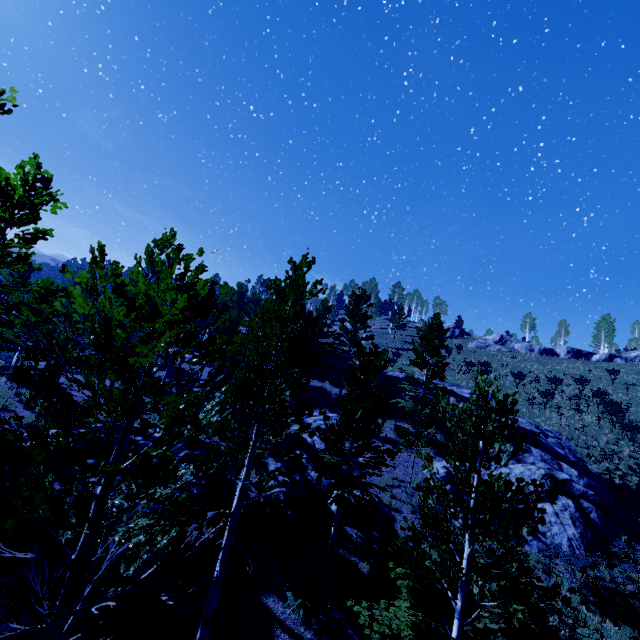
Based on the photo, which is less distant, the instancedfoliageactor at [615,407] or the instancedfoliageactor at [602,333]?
the instancedfoliageactor at [615,407]

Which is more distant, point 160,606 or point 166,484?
point 160,606

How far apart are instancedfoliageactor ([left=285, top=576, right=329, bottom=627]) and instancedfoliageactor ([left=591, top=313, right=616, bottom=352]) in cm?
5627

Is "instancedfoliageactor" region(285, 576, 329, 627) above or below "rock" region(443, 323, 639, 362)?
below

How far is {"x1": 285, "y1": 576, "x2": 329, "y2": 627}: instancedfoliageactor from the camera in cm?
981

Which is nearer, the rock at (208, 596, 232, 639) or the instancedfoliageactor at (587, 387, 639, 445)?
the rock at (208, 596, 232, 639)

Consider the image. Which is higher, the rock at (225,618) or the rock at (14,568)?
the rock at (14,568)
